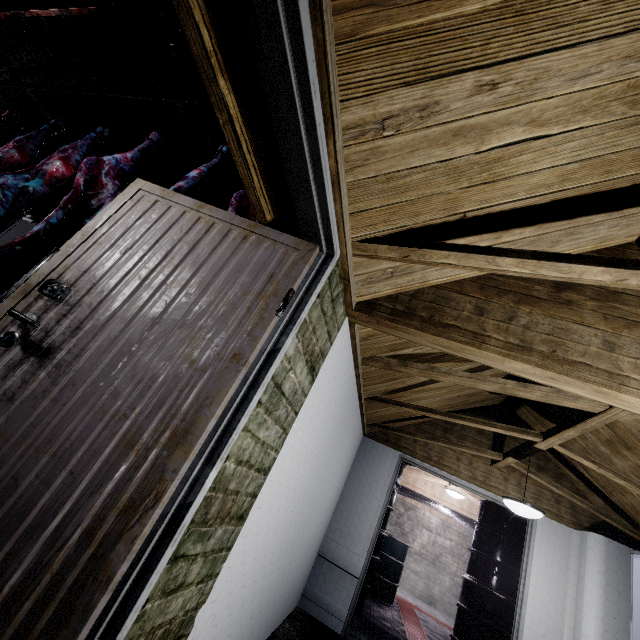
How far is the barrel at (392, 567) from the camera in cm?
448

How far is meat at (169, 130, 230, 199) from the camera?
2.1m

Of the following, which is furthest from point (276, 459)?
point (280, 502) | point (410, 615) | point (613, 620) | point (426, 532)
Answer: point (426, 532)

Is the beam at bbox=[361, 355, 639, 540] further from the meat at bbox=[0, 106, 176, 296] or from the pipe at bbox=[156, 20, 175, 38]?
the meat at bbox=[0, 106, 176, 296]

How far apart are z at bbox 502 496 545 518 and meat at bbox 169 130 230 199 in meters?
3.5 m

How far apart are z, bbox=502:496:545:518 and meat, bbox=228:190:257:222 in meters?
3.0 m

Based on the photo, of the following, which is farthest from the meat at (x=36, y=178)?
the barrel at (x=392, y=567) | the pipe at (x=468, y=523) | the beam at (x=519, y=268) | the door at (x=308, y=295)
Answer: the pipe at (x=468, y=523)

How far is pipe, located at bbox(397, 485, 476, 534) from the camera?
7.4m
